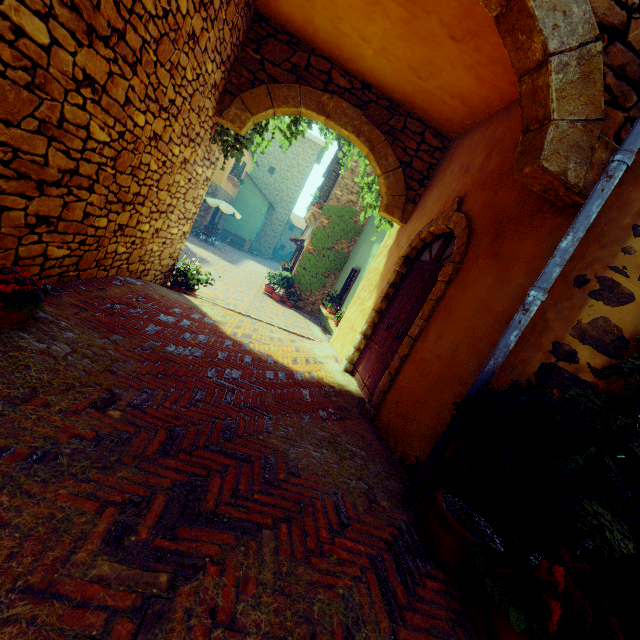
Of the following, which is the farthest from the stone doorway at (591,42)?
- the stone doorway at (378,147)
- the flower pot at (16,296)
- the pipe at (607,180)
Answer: the stone doorway at (378,147)

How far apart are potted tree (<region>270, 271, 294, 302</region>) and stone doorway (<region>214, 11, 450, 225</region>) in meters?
7.2 m

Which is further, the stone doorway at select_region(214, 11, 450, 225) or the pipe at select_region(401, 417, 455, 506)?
the stone doorway at select_region(214, 11, 450, 225)

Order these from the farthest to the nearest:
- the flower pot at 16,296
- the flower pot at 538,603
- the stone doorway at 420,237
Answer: the stone doorway at 420,237, the flower pot at 16,296, the flower pot at 538,603

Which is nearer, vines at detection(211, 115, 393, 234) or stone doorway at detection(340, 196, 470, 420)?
stone doorway at detection(340, 196, 470, 420)

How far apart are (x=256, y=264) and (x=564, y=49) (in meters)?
22.80

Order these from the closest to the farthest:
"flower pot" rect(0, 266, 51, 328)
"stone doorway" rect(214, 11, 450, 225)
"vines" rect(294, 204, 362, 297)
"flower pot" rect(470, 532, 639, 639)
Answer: "flower pot" rect(470, 532, 639, 639)
"flower pot" rect(0, 266, 51, 328)
"stone doorway" rect(214, 11, 450, 225)
"vines" rect(294, 204, 362, 297)
